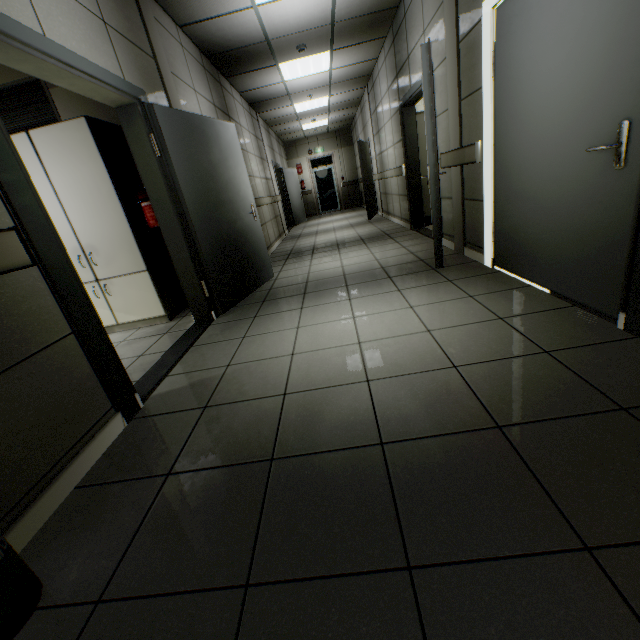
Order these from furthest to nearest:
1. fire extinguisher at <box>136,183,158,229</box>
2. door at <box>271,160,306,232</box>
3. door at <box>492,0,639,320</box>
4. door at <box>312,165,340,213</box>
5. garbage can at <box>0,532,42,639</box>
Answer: door at <box>312,165,340,213</box> < door at <box>271,160,306,232</box> < fire extinguisher at <box>136,183,158,229</box> < door at <box>492,0,639,320</box> < garbage can at <box>0,532,42,639</box>

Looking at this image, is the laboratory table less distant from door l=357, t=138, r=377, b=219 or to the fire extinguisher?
the fire extinguisher

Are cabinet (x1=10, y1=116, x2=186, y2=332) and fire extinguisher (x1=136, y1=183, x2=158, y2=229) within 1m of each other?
yes

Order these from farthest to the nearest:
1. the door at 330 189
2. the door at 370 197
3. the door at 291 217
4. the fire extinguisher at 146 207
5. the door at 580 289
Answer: the door at 330 189 → the door at 291 217 → the door at 370 197 → the fire extinguisher at 146 207 → the door at 580 289

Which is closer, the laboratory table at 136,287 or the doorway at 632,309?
the doorway at 632,309

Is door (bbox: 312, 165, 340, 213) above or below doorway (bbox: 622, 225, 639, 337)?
above

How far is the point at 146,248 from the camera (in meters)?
3.55

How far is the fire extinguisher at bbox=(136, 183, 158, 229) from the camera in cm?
312
